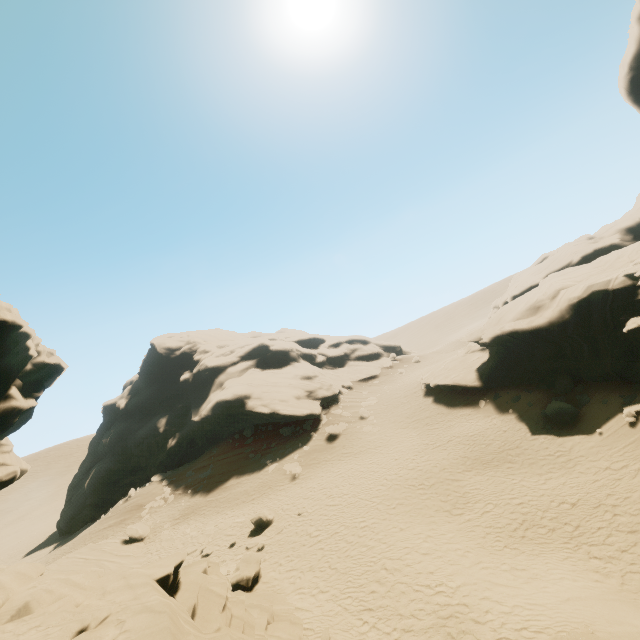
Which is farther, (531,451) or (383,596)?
(531,451)

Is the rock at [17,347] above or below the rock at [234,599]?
above

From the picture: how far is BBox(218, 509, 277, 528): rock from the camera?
20.5m

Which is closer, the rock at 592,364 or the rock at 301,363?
the rock at 592,364

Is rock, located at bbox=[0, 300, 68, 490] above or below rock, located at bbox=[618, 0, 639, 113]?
below

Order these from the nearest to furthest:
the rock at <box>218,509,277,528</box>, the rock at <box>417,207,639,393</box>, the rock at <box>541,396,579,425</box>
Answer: the rock at <box>417,207,639,393</box>
the rock at <box>541,396,579,425</box>
the rock at <box>218,509,277,528</box>

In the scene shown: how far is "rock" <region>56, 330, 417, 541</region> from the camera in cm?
3659
